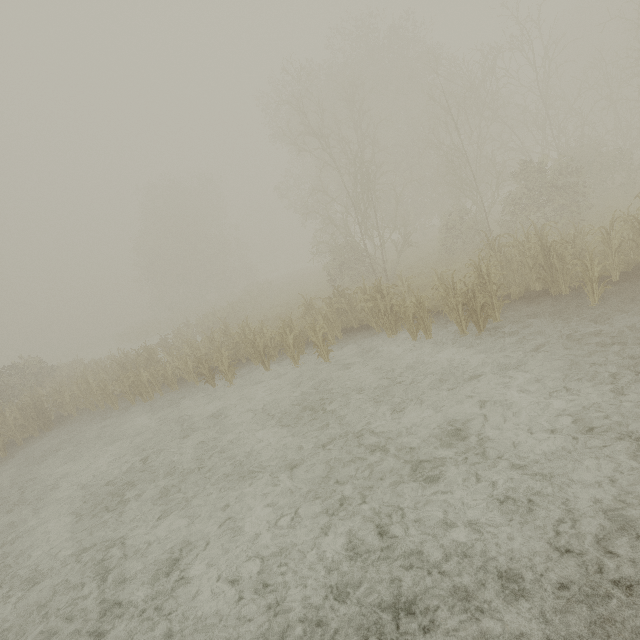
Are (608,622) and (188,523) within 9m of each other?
yes
